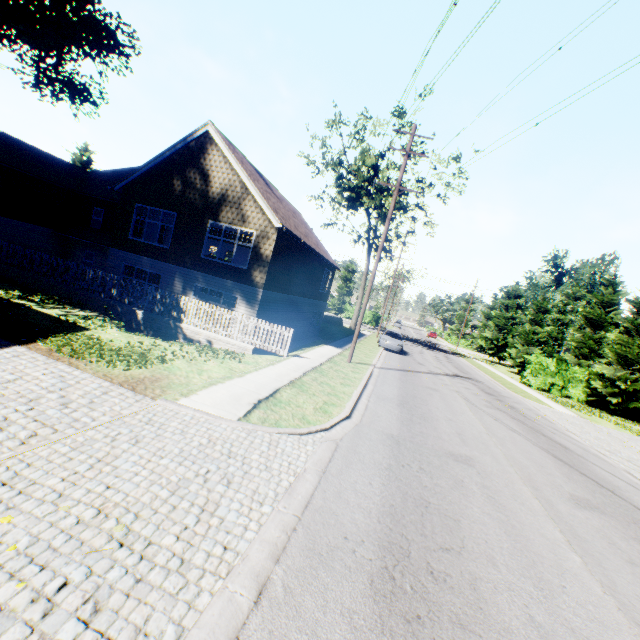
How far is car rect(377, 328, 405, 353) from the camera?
25.9 meters

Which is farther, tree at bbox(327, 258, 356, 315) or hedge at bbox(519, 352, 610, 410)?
tree at bbox(327, 258, 356, 315)

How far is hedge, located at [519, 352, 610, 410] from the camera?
26.22m

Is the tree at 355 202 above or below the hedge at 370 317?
above

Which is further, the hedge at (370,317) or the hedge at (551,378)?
the hedge at (370,317)

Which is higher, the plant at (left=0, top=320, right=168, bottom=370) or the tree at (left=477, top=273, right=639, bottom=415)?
the tree at (left=477, top=273, right=639, bottom=415)

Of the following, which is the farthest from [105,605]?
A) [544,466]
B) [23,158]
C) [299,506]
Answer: [23,158]

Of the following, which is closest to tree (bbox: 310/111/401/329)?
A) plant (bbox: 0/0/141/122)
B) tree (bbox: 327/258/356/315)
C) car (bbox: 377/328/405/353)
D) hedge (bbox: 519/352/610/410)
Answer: car (bbox: 377/328/405/353)
